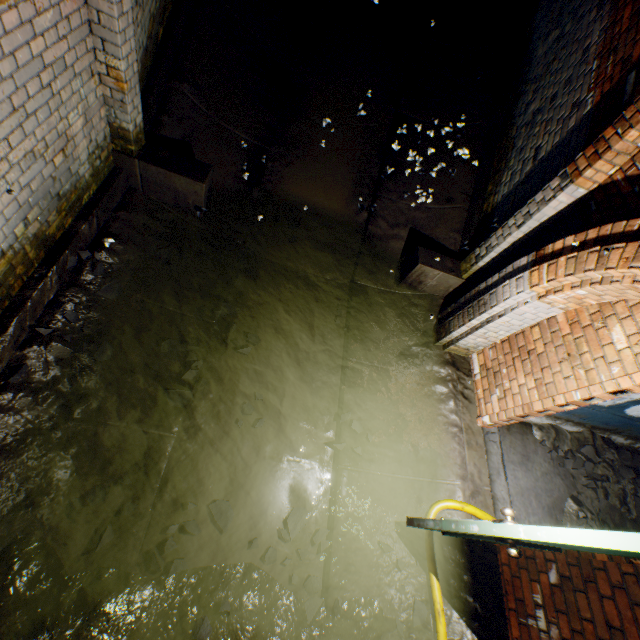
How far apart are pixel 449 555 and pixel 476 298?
2.71m

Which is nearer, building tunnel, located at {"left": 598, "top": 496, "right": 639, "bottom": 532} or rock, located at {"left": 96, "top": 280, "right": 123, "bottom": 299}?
rock, located at {"left": 96, "top": 280, "right": 123, "bottom": 299}

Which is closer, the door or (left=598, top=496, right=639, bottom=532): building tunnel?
the door

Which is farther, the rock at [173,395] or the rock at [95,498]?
the rock at [173,395]

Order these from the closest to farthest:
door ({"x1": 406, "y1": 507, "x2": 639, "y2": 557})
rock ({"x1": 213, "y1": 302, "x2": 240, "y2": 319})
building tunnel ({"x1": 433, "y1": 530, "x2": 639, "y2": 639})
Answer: door ({"x1": 406, "y1": 507, "x2": 639, "y2": 557}) → building tunnel ({"x1": 433, "y1": 530, "x2": 639, "y2": 639}) → rock ({"x1": 213, "y1": 302, "x2": 240, "y2": 319})

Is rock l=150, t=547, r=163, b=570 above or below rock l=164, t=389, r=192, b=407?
below

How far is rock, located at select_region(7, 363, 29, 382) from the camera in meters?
2.3 m

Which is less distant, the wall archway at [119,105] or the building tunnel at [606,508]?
the wall archway at [119,105]
